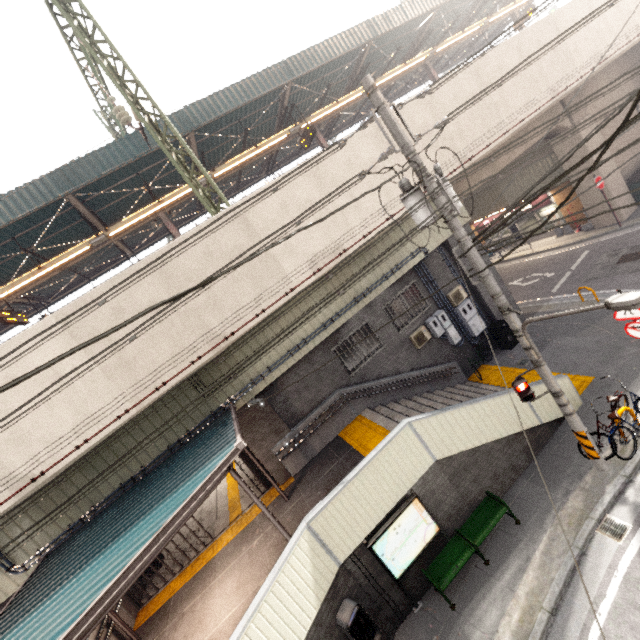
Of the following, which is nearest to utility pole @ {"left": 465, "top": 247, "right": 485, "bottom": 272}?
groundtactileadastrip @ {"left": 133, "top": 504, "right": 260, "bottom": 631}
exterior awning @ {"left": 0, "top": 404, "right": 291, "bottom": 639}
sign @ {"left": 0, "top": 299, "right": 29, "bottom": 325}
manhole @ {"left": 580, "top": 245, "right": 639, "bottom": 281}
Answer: exterior awning @ {"left": 0, "top": 404, "right": 291, "bottom": 639}

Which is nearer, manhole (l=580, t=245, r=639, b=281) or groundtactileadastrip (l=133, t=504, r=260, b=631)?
groundtactileadastrip (l=133, t=504, r=260, b=631)

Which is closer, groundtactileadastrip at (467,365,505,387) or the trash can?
groundtactileadastrip at (467,365,505,387)

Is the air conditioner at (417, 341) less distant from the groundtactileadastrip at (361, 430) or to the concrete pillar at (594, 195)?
the concrete pillar at (594, 195)

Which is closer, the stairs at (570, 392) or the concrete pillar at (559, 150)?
the stairs at (570, 392)

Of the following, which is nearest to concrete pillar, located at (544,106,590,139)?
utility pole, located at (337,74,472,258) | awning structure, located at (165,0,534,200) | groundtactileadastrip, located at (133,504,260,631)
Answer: awning structure, located at (165,0,534,200)

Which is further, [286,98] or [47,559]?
[286,98]

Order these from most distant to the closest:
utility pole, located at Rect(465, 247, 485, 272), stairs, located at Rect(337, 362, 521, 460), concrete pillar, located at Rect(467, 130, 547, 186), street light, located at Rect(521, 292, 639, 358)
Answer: concrete pillar, located at Rect(467, 130, 547, 186) < stairs, located at Rect(337, 362, 521, 460) < utility pole, located at Rect(465, 247, 485, 272) < street light, located at Rect(521, 292, 639, 358)
